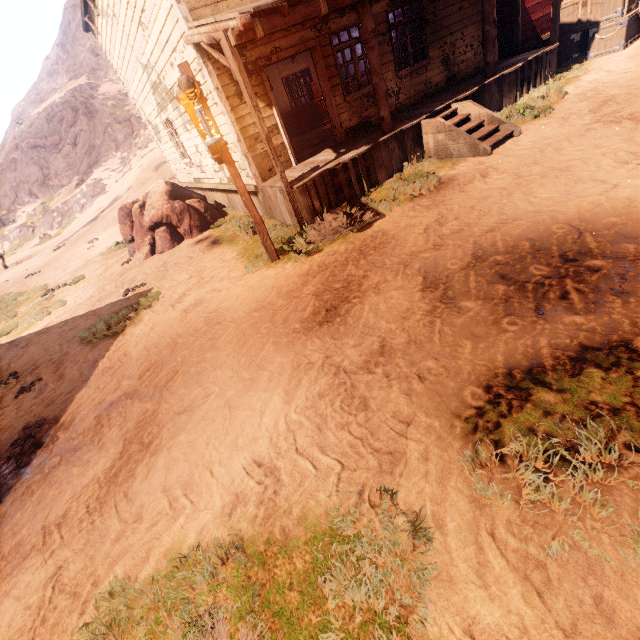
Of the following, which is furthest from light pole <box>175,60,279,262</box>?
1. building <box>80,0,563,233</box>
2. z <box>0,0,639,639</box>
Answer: building <box>80,0,563,233</box>

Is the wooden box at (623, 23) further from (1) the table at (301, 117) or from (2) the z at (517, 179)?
(1) the table at (301, 117)

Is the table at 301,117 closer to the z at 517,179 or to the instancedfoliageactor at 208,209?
the z at 517,179

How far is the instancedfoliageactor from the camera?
10.2 meters

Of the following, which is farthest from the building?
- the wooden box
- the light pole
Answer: the light pole

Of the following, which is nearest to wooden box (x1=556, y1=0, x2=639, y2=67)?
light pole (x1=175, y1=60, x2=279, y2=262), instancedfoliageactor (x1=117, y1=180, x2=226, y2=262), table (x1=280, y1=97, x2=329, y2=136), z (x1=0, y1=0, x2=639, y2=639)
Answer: z (x1=0, y1=0, x2=639, y2=639)

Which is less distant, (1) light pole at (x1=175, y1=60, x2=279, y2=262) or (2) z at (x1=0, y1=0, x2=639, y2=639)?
(2) z at (x1=0, y1=0, x2=639, y2=639)

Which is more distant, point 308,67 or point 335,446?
point 308,67
